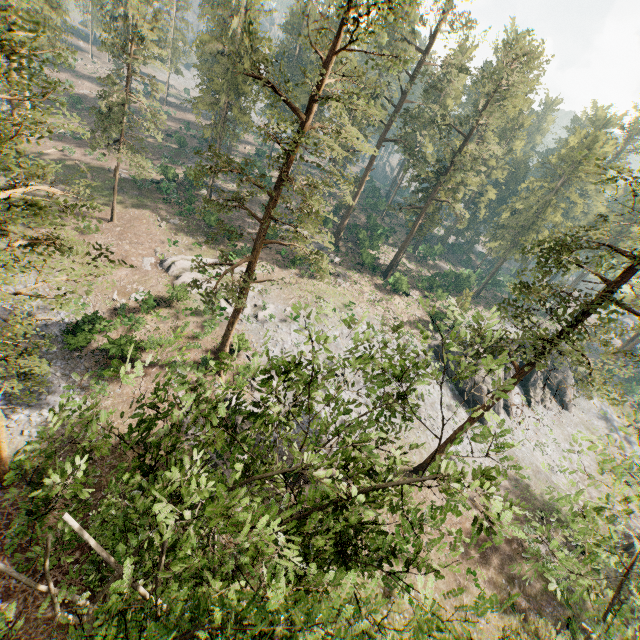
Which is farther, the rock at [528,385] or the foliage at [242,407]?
the rock at [528,385]

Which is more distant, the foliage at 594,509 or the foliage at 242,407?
the foliage at 594,509

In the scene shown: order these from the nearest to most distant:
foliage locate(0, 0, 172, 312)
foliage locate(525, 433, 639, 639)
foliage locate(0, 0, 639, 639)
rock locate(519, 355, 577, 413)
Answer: foliage locate(0, 0, 639, 639) < foliage locate(0, 0, 172, 312) < foliage locate(525, 433, 639, 639) < rock locate(519, 355, 577, 413)

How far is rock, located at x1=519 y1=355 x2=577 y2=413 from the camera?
41.9 meters

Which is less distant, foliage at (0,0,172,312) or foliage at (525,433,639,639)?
foliage at (0,0,172,312)

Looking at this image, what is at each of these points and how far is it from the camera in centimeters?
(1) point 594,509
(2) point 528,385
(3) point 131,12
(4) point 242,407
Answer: (1) foliage, 1315cm
(2) rock, 4216cm
(3) foliage, 2592cm
(4) foliage, 2550cm

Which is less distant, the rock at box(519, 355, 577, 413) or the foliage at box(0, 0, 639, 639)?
the foliage at box(0, 0, 639, 639)
